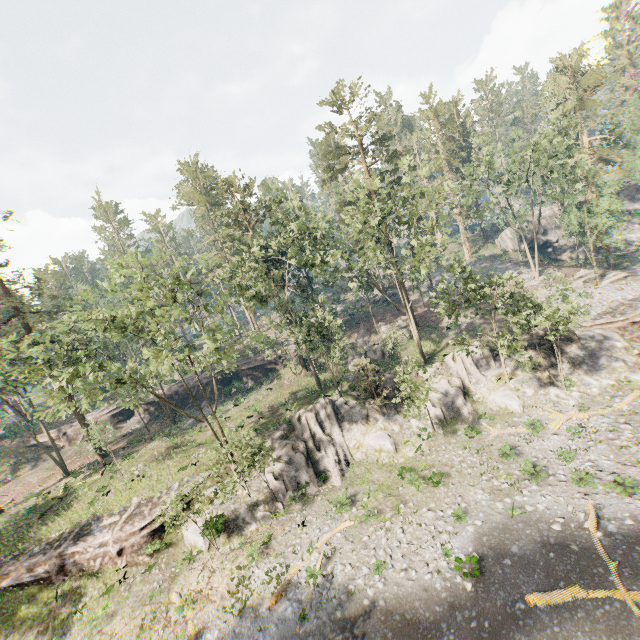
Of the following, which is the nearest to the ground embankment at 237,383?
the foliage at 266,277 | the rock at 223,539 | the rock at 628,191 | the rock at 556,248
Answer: the foliage at 266,277

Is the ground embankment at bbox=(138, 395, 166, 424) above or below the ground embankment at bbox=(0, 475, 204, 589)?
above

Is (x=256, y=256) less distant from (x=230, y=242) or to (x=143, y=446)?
(x=230, y=242)

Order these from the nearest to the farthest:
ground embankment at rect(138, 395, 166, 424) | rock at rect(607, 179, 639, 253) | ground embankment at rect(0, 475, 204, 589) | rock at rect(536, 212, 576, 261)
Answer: ground embankment at rect(0, 475, 204, 589), ground embankment at rect(138, 395, 166, 424), rock at rect(607, 179, 639, 253), rock at rect(536, 212, 576, 261)

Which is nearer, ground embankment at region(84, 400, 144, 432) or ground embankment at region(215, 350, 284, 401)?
ground embankment at region(215, 350, 284, 401)

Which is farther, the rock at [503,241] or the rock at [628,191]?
the rock at [503,241]

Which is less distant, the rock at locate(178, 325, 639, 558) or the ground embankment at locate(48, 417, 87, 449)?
the rock at locate(178, 325, 639, 558)

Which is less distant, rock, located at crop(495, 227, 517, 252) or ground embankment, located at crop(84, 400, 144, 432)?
ground embankment, located at crop(84, 400, 144, 432)
